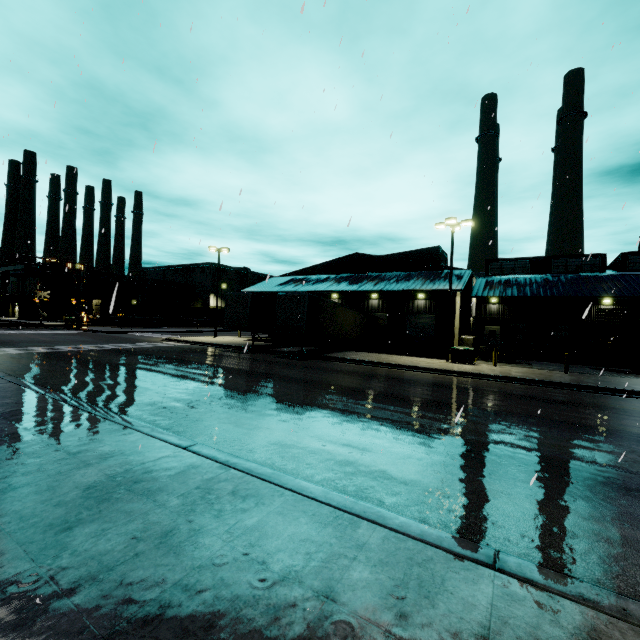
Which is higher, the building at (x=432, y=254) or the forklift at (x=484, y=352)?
the building at (x=432, y=254)

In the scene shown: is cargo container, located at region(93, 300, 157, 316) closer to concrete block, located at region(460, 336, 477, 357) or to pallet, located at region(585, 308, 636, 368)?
concrete block, located at region(460, 336, 477, 357)

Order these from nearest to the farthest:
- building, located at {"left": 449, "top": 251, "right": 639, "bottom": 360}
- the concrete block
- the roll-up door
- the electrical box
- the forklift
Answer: the electrical box → the forklift → the concrete block → building, located at {"left": 449, "top": 251, "right": 639, "bottom": 360} → the roll-up door

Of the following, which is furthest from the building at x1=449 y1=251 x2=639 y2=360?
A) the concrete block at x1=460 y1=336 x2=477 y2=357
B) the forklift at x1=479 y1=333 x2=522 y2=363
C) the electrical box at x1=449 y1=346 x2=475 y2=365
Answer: the electrical box at x1=449 y1=346 x2=475 y2=365

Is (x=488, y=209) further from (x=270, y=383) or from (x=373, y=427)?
(x=270, y=383)

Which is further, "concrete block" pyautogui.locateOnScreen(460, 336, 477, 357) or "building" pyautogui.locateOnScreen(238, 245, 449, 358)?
"building" pyautogui.locateOnScreen(238, 245, 449, 358)

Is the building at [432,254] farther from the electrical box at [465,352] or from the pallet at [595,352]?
the electrical box at [465,352]

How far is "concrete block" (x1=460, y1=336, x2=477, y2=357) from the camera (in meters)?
25.52
